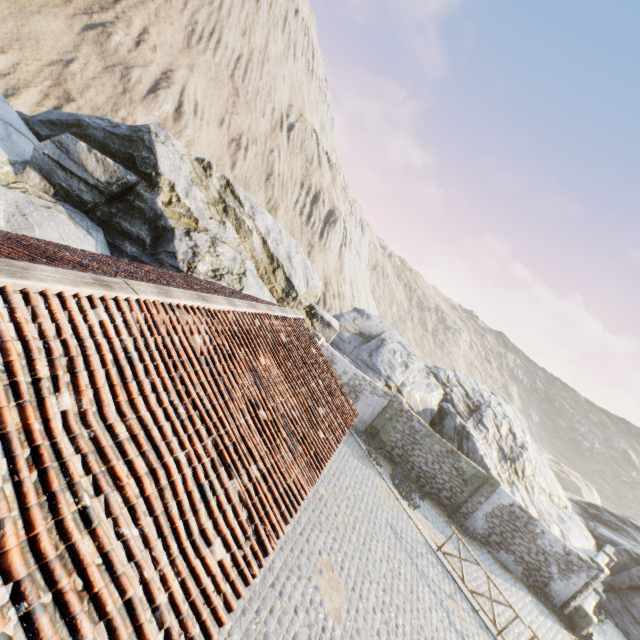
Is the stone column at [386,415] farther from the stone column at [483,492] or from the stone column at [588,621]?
the stone column at [588,621]

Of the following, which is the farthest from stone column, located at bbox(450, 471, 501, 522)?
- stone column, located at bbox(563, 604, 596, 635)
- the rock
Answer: stone column, located at bbox(563, 604, 596, 635)

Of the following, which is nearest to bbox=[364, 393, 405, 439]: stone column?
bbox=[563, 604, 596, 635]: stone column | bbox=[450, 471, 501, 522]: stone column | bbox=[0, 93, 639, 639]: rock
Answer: bbox=[0, 93, 639, 639]: rock

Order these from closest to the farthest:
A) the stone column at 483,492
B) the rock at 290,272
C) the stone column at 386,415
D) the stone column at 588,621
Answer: the rock at 290,272
the stone column at 588,621
the stone column at 483,492
the stone column at 386,415

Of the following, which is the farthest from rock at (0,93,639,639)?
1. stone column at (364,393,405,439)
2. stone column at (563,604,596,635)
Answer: stone column at (563,604,596,635)

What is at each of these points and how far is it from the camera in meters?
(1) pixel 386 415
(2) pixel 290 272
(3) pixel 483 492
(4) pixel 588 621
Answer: (1) stone column, 18.6
(2) rock, 18.9
(3) stone column, 17.0
(4) stone column, 15.1

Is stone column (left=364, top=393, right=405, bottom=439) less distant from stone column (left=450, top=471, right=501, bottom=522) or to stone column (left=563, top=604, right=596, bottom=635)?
stone column (left=450, top=471, right=501, bottom=522)

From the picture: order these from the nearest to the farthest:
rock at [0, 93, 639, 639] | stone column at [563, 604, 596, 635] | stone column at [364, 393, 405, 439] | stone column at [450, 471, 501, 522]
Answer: rock at [0, 93, 639, 639]
stone column at [563, 604, 596, 635]
stone column at [450, 471, 501, 522]
stone column at [364, 393, 405, 439]
